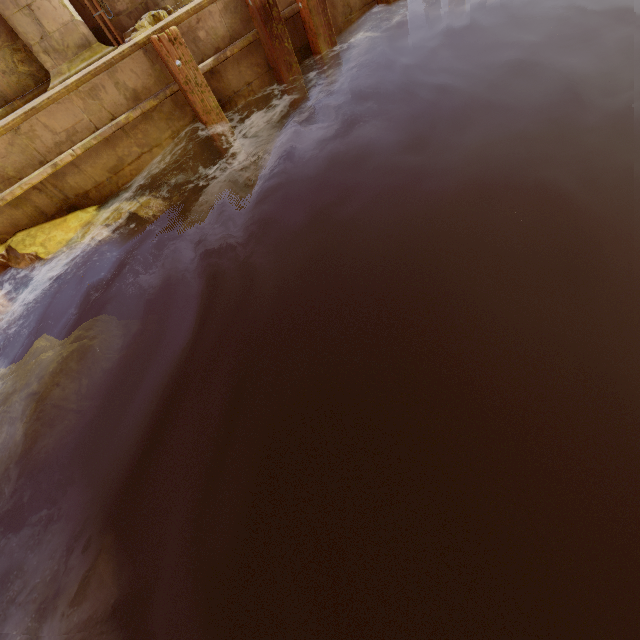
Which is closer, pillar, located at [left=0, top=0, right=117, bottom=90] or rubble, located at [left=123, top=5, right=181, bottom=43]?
pillar, located at [left=0, top=0, right=117, bottom=90]

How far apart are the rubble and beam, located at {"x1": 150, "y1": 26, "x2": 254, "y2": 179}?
1.6m

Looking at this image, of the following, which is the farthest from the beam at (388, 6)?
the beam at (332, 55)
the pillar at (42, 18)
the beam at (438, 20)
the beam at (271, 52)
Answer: the pillar at (42, 18)

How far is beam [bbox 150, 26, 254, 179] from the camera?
4.9 meters

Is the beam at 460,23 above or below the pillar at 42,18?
below

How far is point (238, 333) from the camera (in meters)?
3.94

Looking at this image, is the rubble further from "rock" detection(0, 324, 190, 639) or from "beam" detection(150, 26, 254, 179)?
"rock" detection(0, 324, 190, 639)

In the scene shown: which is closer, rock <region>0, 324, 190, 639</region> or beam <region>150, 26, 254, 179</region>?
rock <region>0, 324, 190, 639</region>
